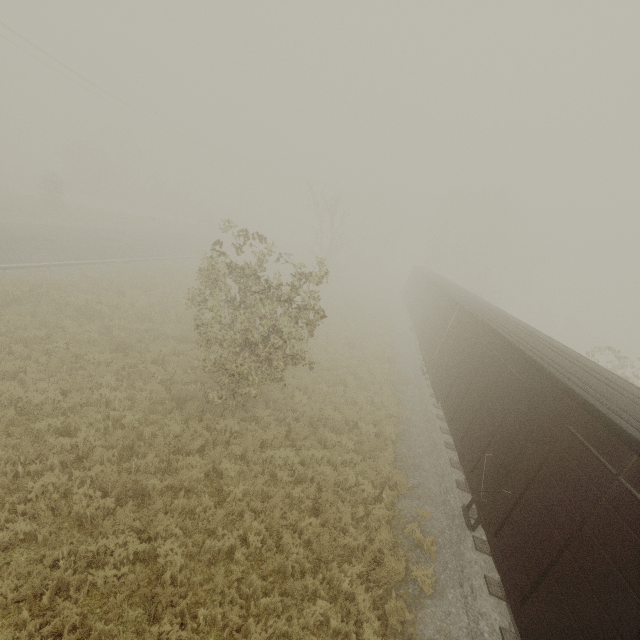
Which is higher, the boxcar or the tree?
the tree

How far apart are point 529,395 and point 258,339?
7.3m

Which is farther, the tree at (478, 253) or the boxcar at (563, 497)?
the tree at (478, 253)

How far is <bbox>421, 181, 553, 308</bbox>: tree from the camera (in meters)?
45.38

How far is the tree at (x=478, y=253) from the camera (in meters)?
45.38

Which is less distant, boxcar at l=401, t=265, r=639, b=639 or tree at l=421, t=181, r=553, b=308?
boxcar at l=401, t=265, r=639, b=639
